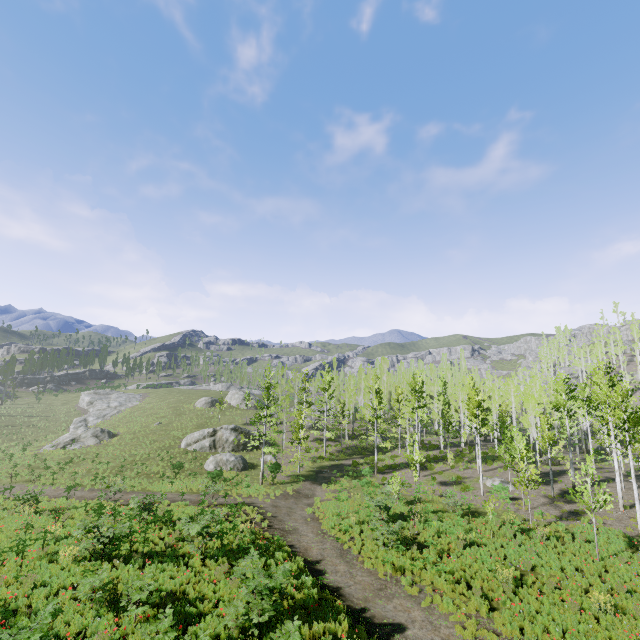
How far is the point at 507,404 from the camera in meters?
46.3
